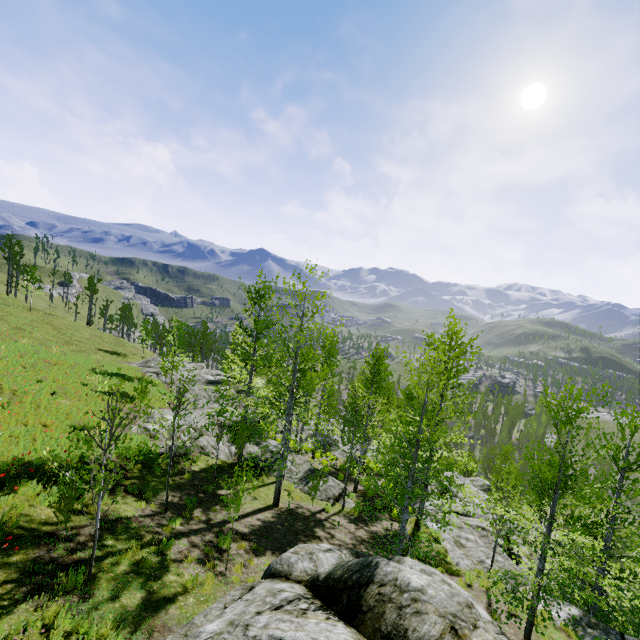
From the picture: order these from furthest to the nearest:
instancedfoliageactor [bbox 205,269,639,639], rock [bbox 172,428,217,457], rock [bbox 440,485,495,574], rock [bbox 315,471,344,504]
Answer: rock [bbox 315,471,344,504], rock [bbox 172,428,217,457], rock [bbox 440,485,495,574], instancedfoliageactor [bbox 205,269,639,639]

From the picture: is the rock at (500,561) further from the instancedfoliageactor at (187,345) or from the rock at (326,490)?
the rock at (326,490)

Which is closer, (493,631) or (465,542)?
(493,631)

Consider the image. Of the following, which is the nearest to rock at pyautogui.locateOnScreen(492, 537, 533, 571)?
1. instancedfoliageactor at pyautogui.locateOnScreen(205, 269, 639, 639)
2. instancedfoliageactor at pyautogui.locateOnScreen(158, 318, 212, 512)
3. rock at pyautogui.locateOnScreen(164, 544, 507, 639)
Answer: instancedfoliageactor at pyautogui.locateOnScreen(158, 318, 212, 512)

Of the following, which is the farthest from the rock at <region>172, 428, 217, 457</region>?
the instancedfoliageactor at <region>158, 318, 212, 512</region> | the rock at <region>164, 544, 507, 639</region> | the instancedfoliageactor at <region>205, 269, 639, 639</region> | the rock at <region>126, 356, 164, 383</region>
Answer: the instancedfoliageactor at <region>158, 318, 212, 512</region>

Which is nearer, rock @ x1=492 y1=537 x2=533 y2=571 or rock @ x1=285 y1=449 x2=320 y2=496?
rock @ x1=492 y1=537 x2=533 y2=571

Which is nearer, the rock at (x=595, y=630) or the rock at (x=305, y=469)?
the rock at (x=595, y=630)

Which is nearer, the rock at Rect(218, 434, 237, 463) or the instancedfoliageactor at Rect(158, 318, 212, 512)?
the instancedfoliageactor at Rect(158, 318, 212, 512)
